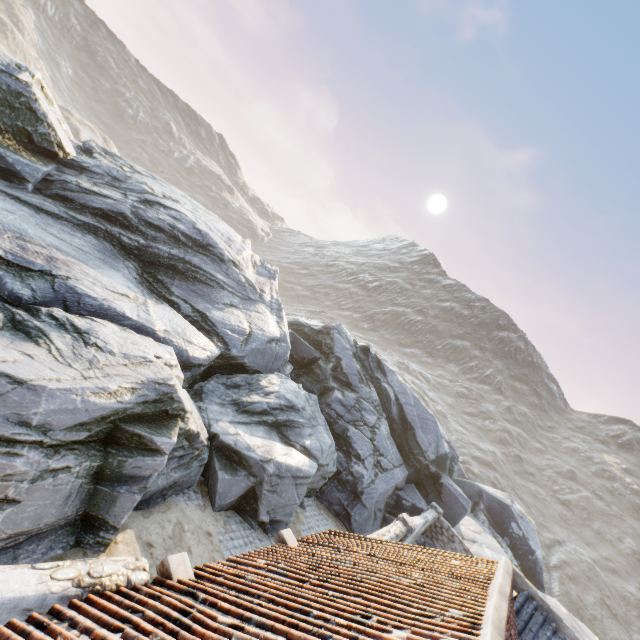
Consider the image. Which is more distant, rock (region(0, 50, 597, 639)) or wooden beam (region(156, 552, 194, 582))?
rock (region(0, 50, 597, 639))

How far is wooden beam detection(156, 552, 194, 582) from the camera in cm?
475

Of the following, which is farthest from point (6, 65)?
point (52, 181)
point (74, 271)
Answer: point (74, 271)

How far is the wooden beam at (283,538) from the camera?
7.06m

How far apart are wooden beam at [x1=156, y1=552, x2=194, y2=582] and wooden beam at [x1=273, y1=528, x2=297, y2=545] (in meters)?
2.55

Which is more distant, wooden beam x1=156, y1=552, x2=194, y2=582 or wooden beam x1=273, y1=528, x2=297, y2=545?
wooden beam x1=273, y1=528, x2=297, y2=545

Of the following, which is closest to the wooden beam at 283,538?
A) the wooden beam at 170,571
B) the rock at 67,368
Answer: the wooden beam at 170,571

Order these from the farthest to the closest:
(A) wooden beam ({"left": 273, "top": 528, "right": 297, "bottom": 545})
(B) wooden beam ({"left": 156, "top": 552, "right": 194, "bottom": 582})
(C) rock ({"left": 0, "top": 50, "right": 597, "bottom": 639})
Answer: (A) wooden beam ({"left": 273, "top": 528, "right": 297, "bottom": 545}), (C) rock ({"left": 0, "top": 50, "right": 597, "bottom": 639}), (B) wooden beam ({"left": 156, "top": 552, "right": 194, "bottom": 582})
